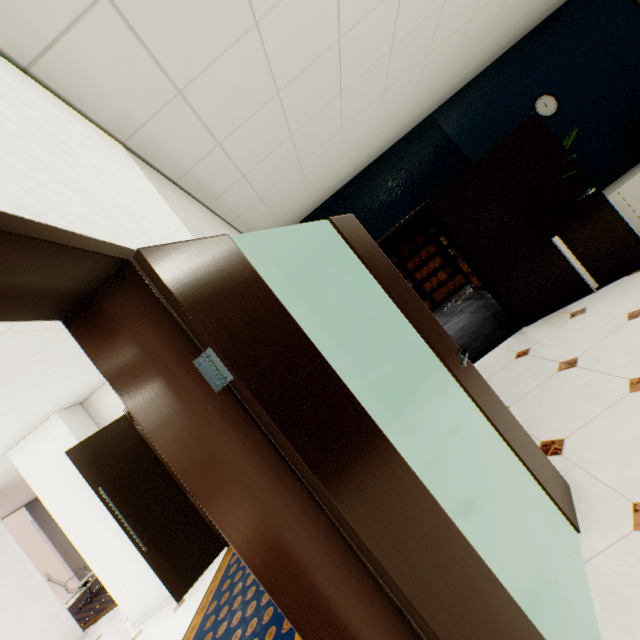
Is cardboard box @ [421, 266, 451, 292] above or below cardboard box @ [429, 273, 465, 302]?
above

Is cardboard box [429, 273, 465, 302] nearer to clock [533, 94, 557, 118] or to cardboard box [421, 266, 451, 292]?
cardboard box [421, 266, 451, 292]

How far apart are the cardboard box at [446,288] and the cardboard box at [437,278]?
0.15m

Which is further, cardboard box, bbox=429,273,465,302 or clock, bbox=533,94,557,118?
cardboard box, bbox=429,273,465,302

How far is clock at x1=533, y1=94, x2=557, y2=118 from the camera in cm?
415

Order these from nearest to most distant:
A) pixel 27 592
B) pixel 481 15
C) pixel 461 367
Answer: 1. pixel 461 367
2. pixel 481 15
3. pixel 27 592

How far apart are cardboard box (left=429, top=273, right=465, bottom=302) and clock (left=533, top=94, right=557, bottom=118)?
5.64m

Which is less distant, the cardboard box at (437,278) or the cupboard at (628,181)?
the cupboard at (628,181)
